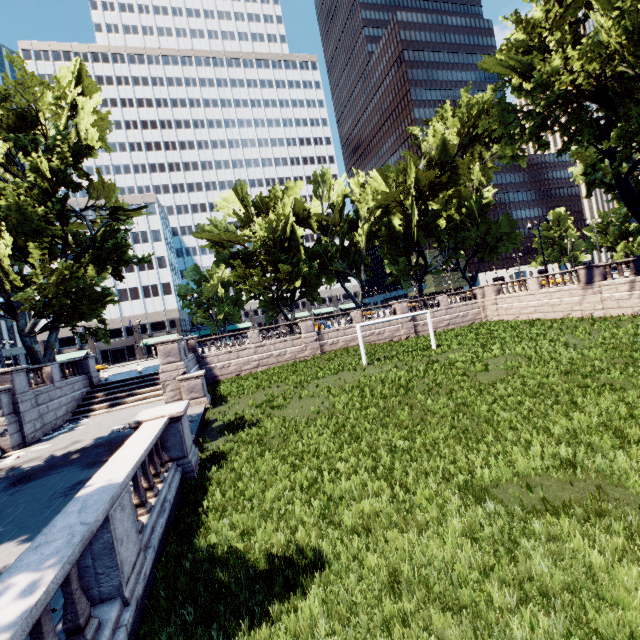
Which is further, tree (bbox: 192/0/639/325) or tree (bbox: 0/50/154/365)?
tree (bbox: 0/50/154/365)

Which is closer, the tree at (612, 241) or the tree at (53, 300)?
the tree at (612, 241)

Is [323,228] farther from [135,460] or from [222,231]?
[135,460]
